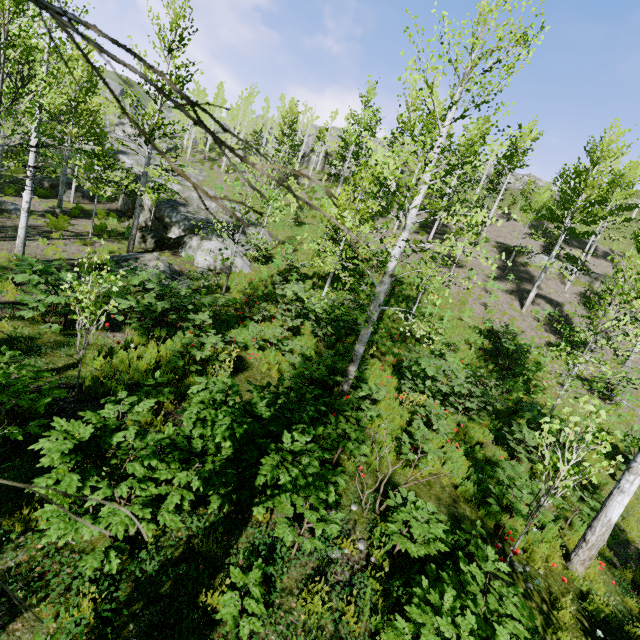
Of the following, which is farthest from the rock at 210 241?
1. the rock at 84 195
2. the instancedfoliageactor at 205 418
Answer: the rock at 84 195

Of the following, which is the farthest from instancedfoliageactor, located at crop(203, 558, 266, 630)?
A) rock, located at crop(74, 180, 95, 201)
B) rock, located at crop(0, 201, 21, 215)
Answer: rock, located at crop(0, 201, 21, 215)

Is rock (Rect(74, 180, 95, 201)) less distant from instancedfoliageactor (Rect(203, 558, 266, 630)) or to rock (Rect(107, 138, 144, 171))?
rock (Rect(107, 138, 144, 171))

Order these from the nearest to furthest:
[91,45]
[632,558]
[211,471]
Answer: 1. [91,45]
2. [211,471]
3. [632,558]

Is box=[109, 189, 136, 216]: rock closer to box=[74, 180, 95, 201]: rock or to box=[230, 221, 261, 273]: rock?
box=[230, 221, 261, 273]: rock

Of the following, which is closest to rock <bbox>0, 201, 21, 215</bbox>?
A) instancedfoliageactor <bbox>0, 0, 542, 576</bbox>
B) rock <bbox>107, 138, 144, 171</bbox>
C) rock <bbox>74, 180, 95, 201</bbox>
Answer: rock <bbox>74, 180, 95, 201</bbox>

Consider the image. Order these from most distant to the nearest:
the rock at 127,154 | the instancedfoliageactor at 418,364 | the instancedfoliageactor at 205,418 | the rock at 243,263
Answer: the rock at 127,154, the rock at 243,263, the instancedfoliageactor at 418,364, the instancedfoliageactor at 205,418

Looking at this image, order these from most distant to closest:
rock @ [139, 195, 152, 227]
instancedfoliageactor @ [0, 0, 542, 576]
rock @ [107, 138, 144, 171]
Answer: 1. rock @ [107, 138, 144, 171]
2. rock @ [139, 195, 152, 227]
3. instancedfoliageactor @ [0, 0, 542, 576]
